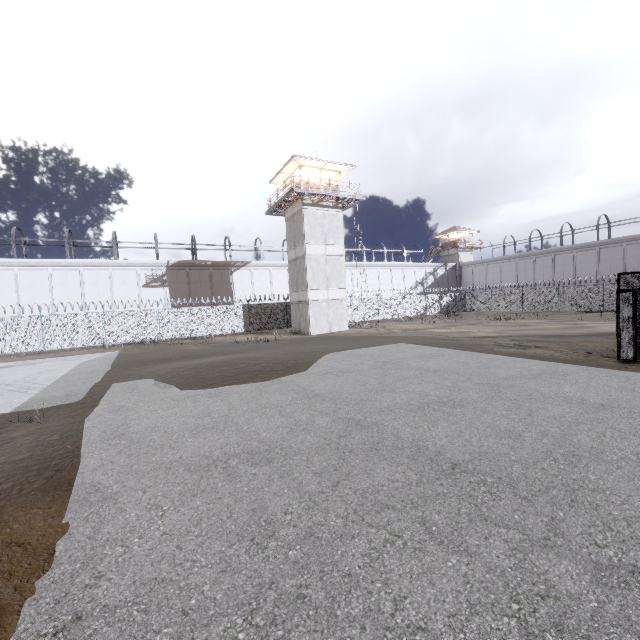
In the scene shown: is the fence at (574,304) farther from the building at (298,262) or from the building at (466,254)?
the building at (466,254)

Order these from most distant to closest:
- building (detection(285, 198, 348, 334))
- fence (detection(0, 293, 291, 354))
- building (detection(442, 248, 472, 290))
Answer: building (detection(442, 248, 472, 290)), building (detection(285, 198, 348, 334)), fence (detection(0, 293, 291, 354))

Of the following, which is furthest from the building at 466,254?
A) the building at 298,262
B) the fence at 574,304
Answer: the building at 298,262

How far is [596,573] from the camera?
2.9 meters

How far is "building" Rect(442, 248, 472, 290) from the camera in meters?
57.2 m

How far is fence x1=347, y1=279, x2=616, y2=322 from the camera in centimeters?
3300cm

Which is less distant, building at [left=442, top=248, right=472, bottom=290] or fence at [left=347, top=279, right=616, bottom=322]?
fence at [left=347, top=279, right=616, bottom=322]

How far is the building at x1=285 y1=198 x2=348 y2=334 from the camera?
28.1 meters
